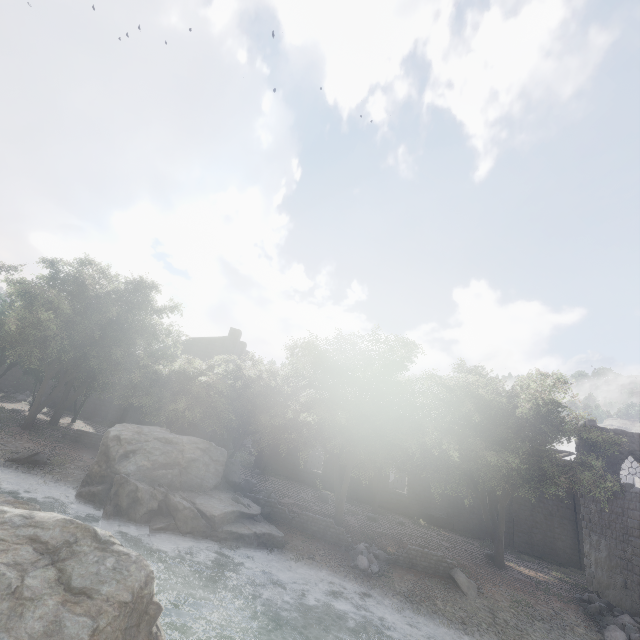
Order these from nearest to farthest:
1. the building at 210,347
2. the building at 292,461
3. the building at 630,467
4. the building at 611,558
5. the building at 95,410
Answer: the building at 611,558 → the building at 630,467 → the building at 292,461 → the building at 95,410 → the building at 210,347

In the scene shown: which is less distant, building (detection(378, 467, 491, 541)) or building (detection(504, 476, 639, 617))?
building (detection(504, 476, 639, 617))

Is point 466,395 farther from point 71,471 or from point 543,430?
point 71,471

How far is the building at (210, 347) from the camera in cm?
3753

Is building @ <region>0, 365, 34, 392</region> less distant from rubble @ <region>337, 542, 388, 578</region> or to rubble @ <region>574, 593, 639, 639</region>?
rubble @ <region>574, 593, 639, 639</region>

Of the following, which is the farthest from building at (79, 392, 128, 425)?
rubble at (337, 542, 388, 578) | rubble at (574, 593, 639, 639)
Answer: rubble at (337, 542, 388, 578)
